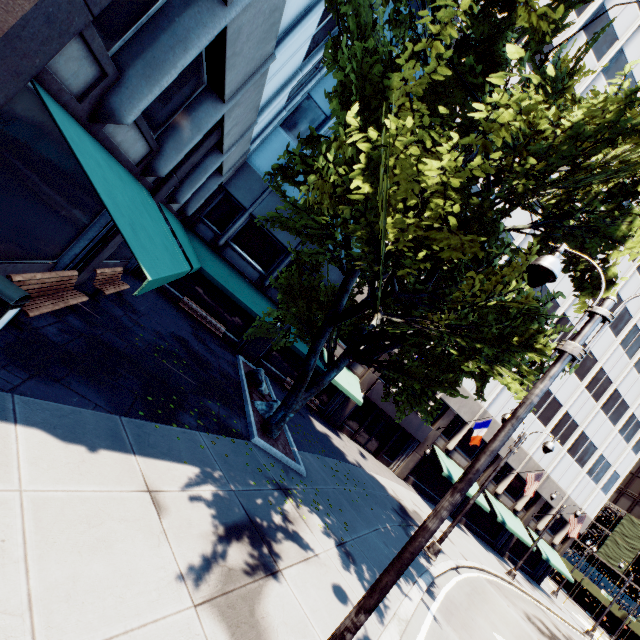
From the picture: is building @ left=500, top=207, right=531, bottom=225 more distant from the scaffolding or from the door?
the scaffolding

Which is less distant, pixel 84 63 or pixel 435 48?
pixel 84 63

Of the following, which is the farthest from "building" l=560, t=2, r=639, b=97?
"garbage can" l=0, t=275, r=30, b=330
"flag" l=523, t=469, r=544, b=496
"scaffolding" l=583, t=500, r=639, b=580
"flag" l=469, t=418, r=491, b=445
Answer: "scaffolding" l=583, t=500, r=639, b=580

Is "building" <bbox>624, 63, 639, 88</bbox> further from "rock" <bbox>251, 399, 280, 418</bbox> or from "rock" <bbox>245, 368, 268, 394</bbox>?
"rock" <bbox>251, 399, 280, 418</bbox>

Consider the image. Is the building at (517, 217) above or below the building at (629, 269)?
below

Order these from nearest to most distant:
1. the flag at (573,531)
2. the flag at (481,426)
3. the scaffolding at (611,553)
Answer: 1. the flag at (481,426)
2. the flag at (573,531)
3. the scaffolding at (611,553)

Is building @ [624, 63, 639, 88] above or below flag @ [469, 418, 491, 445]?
above

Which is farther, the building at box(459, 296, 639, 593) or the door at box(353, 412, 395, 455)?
the building at box(459, 296, 639, 593)
